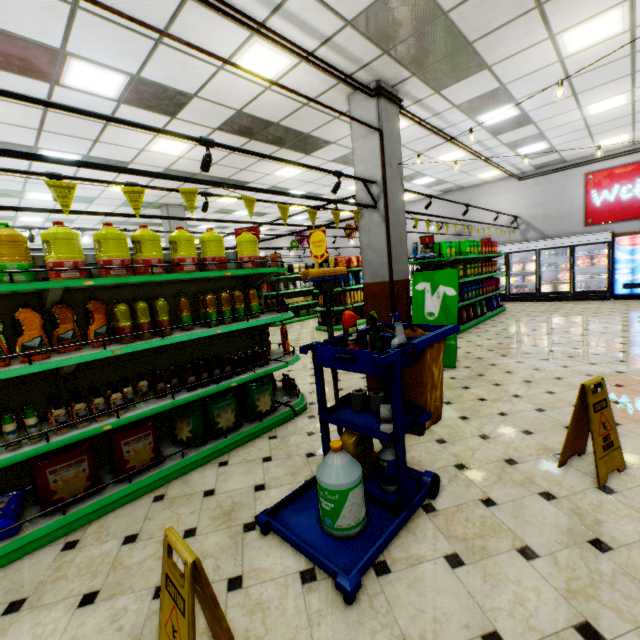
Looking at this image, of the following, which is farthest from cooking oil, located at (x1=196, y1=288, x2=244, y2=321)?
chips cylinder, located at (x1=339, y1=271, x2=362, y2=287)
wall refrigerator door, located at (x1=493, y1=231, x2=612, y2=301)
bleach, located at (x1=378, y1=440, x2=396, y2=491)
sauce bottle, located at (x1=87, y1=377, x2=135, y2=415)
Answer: wall refrigerator door, located at (x1=493, y1=231, x2=612, y2=301)

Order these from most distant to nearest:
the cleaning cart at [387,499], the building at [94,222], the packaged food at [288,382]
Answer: the building at [94,222], the packaged food at [288,382], the cleaning cart at [387,499]

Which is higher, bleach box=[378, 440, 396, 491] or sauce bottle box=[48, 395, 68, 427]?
sauce bottle box=[48, 395, 68, 427]

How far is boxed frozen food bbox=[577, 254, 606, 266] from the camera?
10.9 meters

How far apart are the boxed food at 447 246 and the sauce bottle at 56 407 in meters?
7.3 m

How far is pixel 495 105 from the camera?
6.8 meters

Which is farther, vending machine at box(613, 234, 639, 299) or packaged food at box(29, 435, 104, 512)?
vending machine at box(613, 234, 639, 299)

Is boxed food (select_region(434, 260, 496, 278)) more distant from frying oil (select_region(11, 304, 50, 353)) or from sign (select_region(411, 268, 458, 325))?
frying oil (select_region(11, 304, 50, 353))
